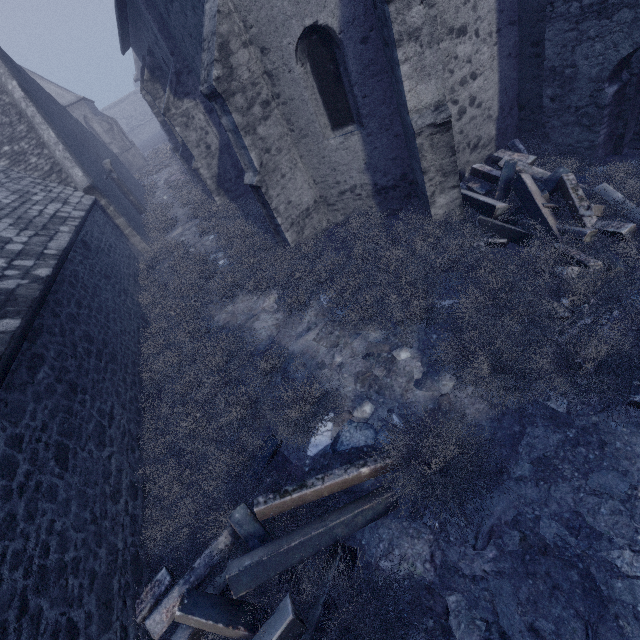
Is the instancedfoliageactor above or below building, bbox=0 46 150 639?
below

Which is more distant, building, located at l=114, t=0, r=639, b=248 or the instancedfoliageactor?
building, located at l=114, t=0, r=639, b=248

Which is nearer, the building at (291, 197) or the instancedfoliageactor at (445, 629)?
the instancedfoliageactor at (445, 629)

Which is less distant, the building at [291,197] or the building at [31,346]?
the building at [31,346]

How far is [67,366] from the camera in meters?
5.2

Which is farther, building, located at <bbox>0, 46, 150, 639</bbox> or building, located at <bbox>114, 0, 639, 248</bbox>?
building, located at <bbox>114, 0, 639, 248</bbox>
